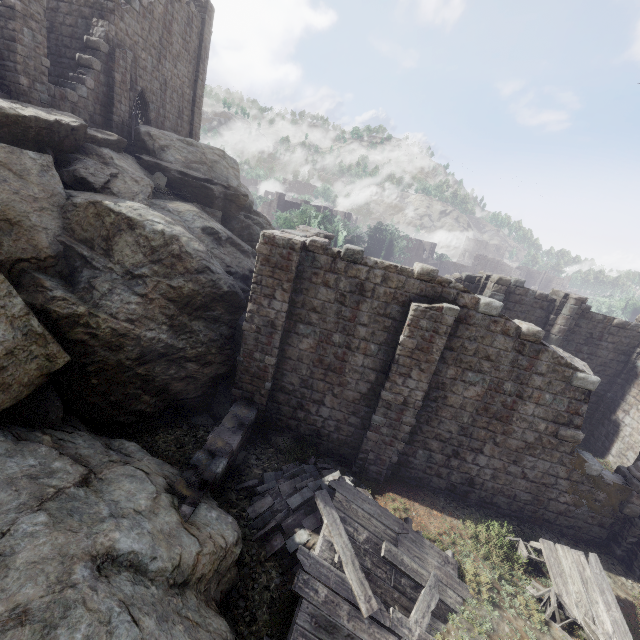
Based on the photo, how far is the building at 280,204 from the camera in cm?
5309

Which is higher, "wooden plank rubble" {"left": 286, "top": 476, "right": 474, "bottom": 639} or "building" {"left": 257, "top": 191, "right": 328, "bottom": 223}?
"building" {"left": 257, "top": 191, "right": 328, "bottom": 223}

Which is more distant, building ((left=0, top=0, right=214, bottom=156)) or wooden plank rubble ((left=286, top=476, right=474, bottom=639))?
building ((left=0, top=0, right=214, bottom=156))

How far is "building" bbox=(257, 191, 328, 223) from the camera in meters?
53.1 m

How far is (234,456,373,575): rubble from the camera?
8.0m

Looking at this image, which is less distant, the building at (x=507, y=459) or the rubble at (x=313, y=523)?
the rubble at (x=313, y=523)

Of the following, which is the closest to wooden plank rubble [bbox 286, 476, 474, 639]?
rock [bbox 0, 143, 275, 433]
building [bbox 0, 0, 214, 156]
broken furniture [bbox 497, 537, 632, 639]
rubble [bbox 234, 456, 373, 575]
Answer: rubble [bbox 234, 456, 373, 575]

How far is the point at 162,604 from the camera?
5.3 meters
